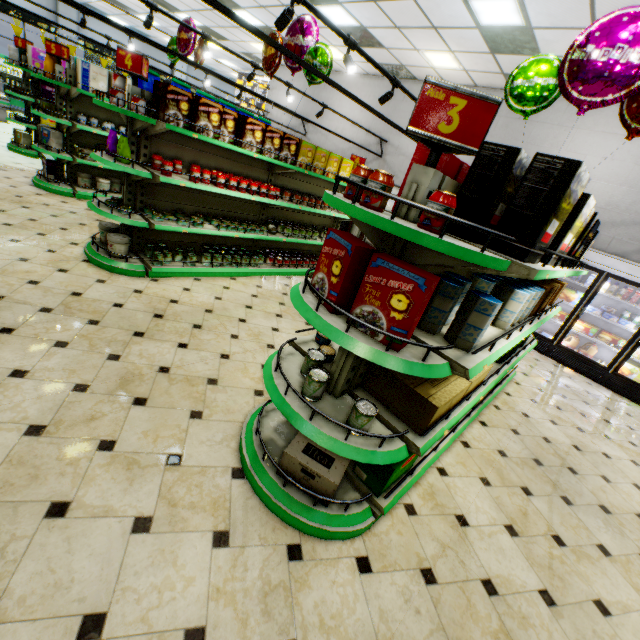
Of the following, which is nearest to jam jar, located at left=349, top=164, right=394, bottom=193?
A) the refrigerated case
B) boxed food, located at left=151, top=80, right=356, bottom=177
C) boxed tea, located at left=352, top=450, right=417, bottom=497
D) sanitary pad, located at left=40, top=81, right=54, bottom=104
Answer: boxed tea, located at left=352, top=450, right=417, bottom=497

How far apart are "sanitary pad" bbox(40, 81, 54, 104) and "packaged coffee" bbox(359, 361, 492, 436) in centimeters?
1076cm

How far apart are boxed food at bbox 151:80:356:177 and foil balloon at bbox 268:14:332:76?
0.7m

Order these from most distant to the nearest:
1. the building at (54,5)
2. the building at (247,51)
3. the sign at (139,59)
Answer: the building at (54,5), the building at (247,51), the sign at (139,59)

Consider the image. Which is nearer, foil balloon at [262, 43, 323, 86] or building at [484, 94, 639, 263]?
foil balloon at [262, 43, 323, 86]

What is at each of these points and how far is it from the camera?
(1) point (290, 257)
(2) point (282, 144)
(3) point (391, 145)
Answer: (1) canned food, 6.4m
(2) boxed food, 4.9m
(3) building, 9.8m

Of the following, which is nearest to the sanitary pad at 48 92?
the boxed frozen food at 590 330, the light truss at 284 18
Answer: the light truss at 284 18

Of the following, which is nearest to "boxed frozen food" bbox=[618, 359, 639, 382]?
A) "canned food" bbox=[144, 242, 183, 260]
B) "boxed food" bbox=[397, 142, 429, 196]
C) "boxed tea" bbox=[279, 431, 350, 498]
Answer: "boxed food" bbox=[397, 142, 429, 196]
